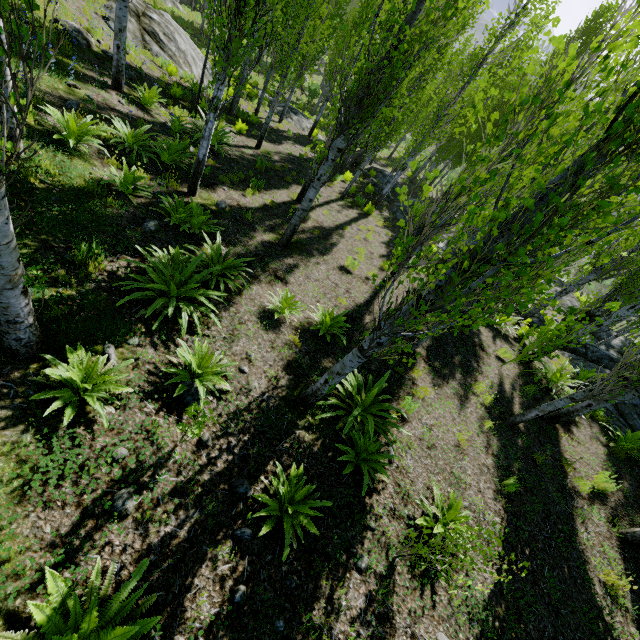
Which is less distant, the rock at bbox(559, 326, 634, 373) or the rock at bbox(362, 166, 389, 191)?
the rock at bbox(559, 326, 634, 373)

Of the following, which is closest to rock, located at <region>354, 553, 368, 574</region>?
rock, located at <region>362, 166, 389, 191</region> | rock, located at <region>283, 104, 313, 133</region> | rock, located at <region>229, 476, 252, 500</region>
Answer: rock, located at <region>229, 476, 252, 500</region>

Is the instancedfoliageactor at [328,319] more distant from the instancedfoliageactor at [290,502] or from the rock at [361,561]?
the instancedfoliageactor at [290,502]

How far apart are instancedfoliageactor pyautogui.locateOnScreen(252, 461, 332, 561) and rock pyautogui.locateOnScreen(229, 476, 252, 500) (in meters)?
0.40

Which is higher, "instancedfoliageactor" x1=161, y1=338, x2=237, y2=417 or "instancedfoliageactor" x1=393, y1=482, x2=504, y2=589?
"instancedfoliageactor" x1=393, y1=482, x2=504, y2=589

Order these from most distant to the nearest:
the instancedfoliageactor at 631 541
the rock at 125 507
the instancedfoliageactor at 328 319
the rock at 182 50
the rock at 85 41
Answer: the rock at 182 50
the rock at 85 41
the instancedfoliageactor at 328 319
the instancedfoliageactor at 631 541
the rock at 125 507

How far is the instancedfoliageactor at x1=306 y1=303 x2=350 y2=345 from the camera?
6.8 meters

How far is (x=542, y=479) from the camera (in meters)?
6.81
